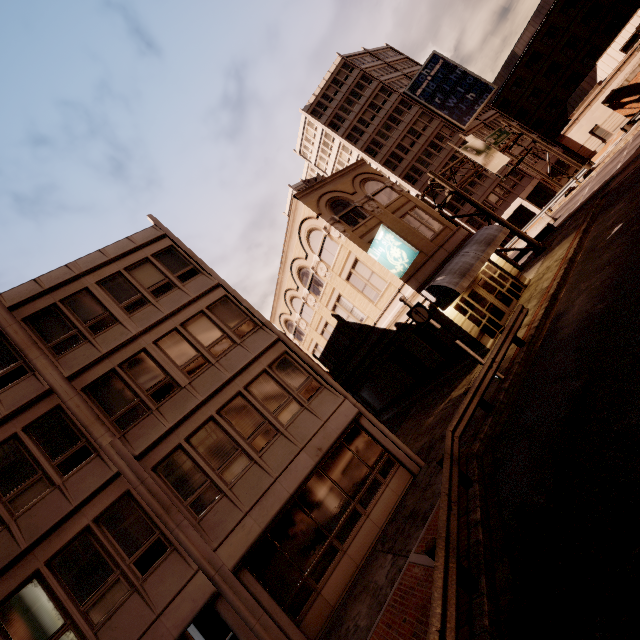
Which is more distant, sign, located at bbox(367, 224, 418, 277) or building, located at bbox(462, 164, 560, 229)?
building, located at bbox(462, 164, 560, 229)

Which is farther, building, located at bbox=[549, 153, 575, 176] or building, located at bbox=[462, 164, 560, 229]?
building, located at bbox=[549, 153, 575, 176]

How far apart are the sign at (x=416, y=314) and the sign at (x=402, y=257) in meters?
3.5 m

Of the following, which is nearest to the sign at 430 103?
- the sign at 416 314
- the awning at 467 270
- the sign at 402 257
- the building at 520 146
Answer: the building at 520 146

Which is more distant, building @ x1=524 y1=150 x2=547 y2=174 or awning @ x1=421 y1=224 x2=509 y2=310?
building @ x1=524 y1=150 x2=547 y2=174

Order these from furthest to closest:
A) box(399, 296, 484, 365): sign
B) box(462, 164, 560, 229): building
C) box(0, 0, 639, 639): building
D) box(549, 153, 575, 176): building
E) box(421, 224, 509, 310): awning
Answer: box(549, 153, 575, 176): building → box(462, 164, 560, 229): building → box(421, 224, 509, 310): awning → box(399, 296, 484, 365): sign → box(0, 0, 639, 639): building

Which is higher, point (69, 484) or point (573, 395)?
point (69, 484)

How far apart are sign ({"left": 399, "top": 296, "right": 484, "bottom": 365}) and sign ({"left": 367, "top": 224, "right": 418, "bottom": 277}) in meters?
3.5
